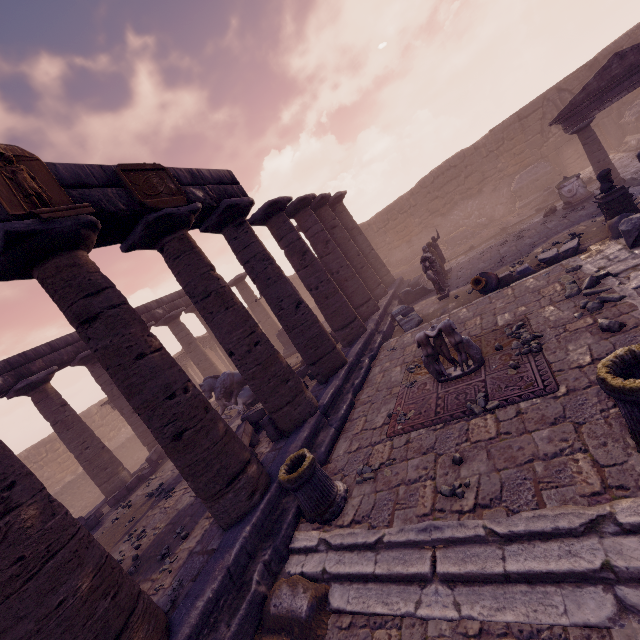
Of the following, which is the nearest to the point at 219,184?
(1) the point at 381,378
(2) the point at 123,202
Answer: (2) the point at 123,202

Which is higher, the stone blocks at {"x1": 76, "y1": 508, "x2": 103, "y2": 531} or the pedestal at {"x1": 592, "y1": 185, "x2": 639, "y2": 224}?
the stone blocks at {"x1": 76, "y1": 508, "x2": 103, "y2": 531}

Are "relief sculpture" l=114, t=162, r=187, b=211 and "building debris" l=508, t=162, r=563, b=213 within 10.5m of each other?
no

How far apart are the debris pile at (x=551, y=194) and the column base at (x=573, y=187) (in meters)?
3.65

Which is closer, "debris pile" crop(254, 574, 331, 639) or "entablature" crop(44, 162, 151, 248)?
"debris pile" crop(254, 574, 331, 639)

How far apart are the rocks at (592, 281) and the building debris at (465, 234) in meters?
13.5 m

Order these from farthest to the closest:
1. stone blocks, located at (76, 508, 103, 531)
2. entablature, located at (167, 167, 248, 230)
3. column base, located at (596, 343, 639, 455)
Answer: stone blocks, located at (76, 508, 103, 531)
entablature, located at (167, 167, 248, 230)
column base, located at (596, 343, 639, 455)

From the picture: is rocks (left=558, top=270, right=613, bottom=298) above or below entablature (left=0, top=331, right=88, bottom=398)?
below
